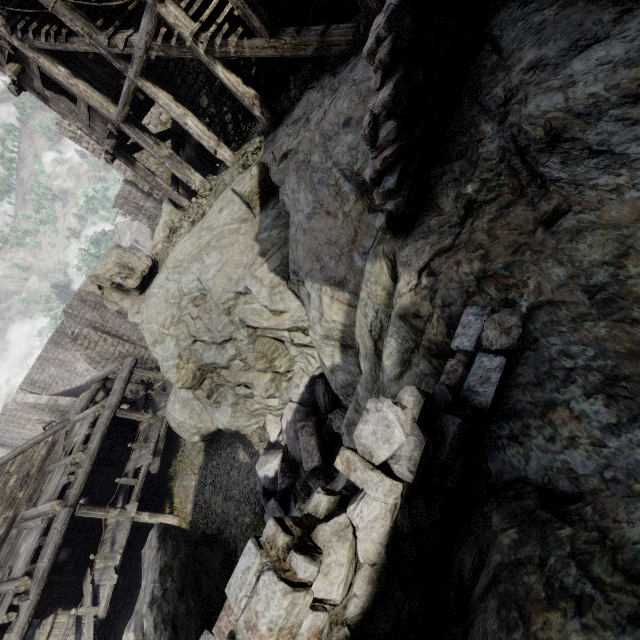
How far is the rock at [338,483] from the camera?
3.2m

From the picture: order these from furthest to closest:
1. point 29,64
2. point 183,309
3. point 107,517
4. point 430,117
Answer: point 107,517, point 183,309, point 29,64, point 430,117

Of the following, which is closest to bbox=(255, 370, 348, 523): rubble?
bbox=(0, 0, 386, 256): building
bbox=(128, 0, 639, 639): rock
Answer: bbox=(128, 0, 639, 639): rock

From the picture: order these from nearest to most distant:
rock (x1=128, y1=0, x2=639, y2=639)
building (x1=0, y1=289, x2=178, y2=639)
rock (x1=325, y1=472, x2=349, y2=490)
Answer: rock (x1=128, y1=0, x2=639, y2=639) → rock (x1=325, y1=472, x2=349, y2=490) → building (x1=0, y1=289, x2=178, y2=639)

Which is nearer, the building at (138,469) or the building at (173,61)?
the building at (173,61)

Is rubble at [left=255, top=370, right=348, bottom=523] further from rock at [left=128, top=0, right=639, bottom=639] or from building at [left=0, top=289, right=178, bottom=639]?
building at [left=0, top=289, right=178, bottom=639]
